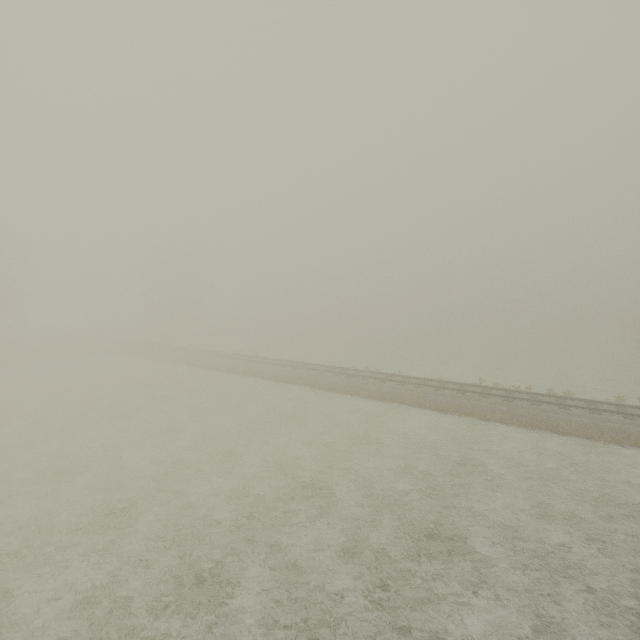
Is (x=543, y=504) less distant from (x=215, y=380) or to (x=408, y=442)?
(x=408, y=442)
